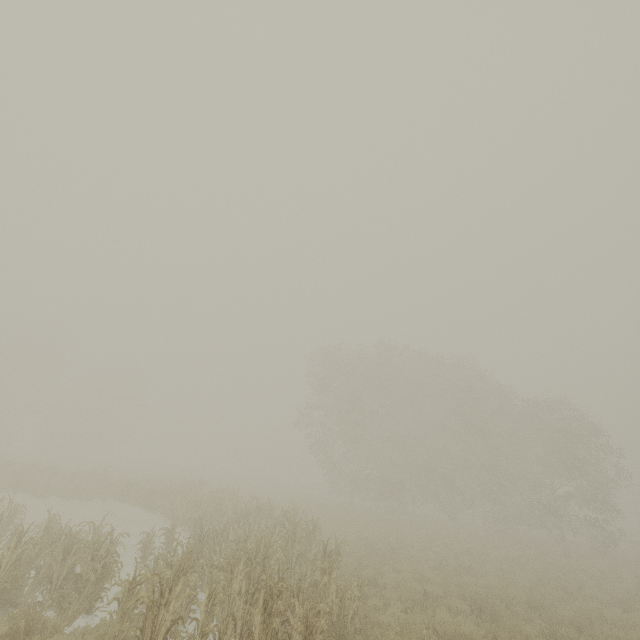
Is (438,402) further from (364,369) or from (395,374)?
(364,369)
